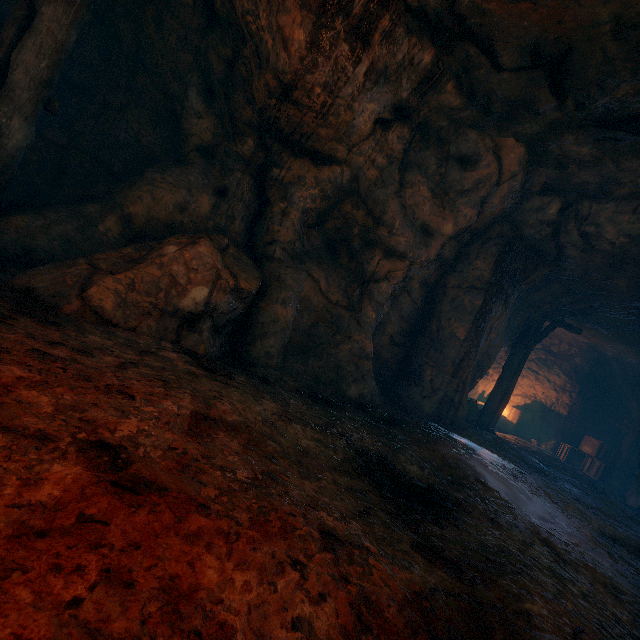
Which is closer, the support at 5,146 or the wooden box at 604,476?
the support at 5,146

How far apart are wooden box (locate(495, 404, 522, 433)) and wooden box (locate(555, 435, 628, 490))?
1.6m

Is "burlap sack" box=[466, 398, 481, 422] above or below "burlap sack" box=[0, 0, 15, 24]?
below

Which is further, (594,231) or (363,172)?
(594,231)

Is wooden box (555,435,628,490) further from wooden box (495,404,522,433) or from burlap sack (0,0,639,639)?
burlap sack (0,0,639,639)

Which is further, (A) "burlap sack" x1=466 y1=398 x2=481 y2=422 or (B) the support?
(A) "burlap sack" x1=466 y1=398 x2=481 y2=422

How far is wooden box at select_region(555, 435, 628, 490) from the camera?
10.8 meters

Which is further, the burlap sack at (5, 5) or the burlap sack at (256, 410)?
the burlap sack at (5, 5)
